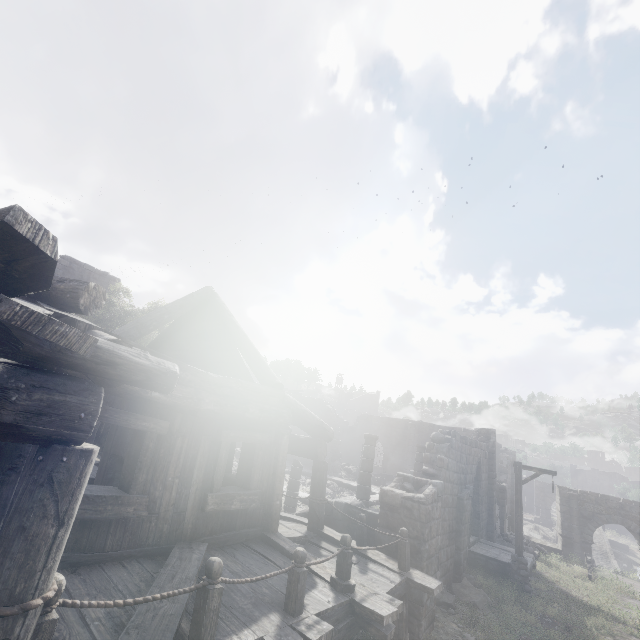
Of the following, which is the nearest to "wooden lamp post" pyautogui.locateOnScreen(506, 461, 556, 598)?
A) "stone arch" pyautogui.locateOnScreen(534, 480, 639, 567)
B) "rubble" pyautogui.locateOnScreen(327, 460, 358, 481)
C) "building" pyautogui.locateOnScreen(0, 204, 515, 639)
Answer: "building" pyautogui.locateOnScreen(0, 204, 515, 639)

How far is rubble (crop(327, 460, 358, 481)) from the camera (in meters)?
28.65

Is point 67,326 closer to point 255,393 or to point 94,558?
point 94,558

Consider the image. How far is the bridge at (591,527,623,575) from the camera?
31.8m

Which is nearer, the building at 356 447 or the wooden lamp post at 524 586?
the building at 356 447

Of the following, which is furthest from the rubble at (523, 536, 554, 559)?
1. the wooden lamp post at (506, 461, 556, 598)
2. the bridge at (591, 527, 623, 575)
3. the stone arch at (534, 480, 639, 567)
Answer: the bridge at (591, 527, 623, 575)

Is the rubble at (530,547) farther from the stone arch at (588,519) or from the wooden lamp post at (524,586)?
the wooden lamp post at (524,586)

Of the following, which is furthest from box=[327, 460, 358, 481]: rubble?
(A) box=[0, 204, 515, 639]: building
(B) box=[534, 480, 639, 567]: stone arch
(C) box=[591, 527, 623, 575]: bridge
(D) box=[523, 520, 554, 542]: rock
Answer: (D) box=[523, 520, 554, 542]: rock
